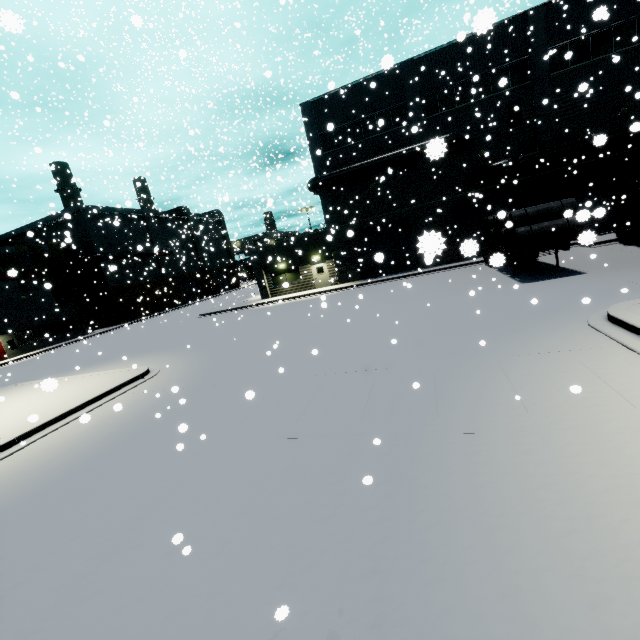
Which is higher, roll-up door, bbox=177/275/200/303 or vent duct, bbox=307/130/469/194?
vent duct, bbox=307/130/469/194

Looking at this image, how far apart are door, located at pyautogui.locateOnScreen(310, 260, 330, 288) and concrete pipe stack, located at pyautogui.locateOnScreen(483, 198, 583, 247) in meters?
14.7

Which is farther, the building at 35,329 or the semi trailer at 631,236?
the building at 35,329

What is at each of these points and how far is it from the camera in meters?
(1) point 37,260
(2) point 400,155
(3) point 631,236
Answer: (1) tree, 35.0
(2) vent duct, 23.9
(3) semi trailer, 16.8

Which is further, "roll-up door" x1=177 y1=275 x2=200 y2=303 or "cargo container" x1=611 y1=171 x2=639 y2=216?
"roll-up door" x1=177 y1=275 x2=200 y2=303

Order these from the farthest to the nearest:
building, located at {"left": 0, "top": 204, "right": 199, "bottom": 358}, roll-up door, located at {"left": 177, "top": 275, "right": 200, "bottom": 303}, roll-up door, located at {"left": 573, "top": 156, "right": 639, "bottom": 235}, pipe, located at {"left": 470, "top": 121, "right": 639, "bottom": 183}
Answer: roll-up door, located at {"left": 177, "top": 275, "right": 200, "bottom": 303}, building, located at {"left": 0, "top": 204, "right": 199, "bottom": 358}, pipe, located at {"left": 470, "top": 121, "right": 639, "bottom": 183}, roll-up door, located at {"left": 573, "top": 156, "right": 639, "bottom": 235}

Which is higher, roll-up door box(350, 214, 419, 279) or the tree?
the tree

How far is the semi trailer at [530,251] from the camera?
3.4 meters
